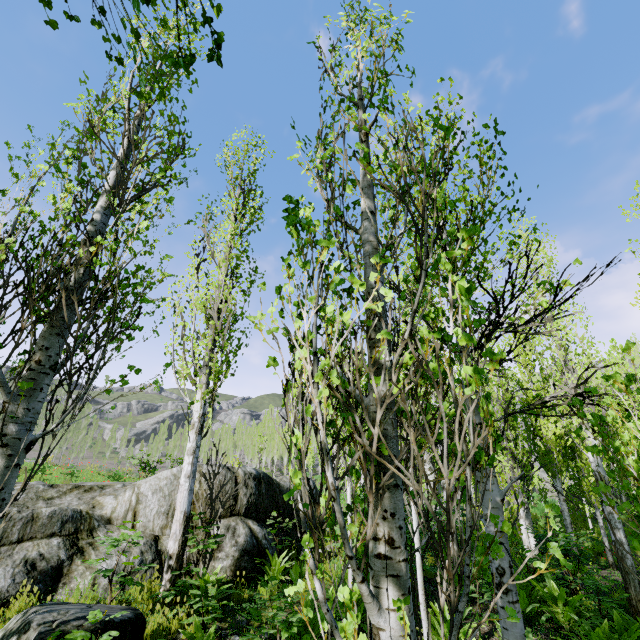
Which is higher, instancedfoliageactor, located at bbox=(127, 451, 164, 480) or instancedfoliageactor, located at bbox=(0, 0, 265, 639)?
instancedfoliageactor, located at bbox=(127, 451, 164, 480)

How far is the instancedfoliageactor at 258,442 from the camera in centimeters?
1972cm

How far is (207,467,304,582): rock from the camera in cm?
664

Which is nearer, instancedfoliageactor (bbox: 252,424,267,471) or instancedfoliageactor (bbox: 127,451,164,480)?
instancedfoliageactor (bbox: 127,451,164,480)

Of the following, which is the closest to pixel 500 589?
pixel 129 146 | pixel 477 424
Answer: pixel 477 424

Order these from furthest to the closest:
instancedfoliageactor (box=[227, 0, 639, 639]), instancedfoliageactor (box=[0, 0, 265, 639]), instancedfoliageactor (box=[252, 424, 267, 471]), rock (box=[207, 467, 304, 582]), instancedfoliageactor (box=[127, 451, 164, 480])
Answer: instancedfoliageactor (box=[252, 424, 267, 471]) → instancedfoliageactor (box=[127, 451, 164, 480]) → rock (box=[207, 467, 304, 582]) → instancedfoliageactor (box=[0, 0, 265, 639]) → instancedfoliageactor (box=[227, 0, 639, 639])
